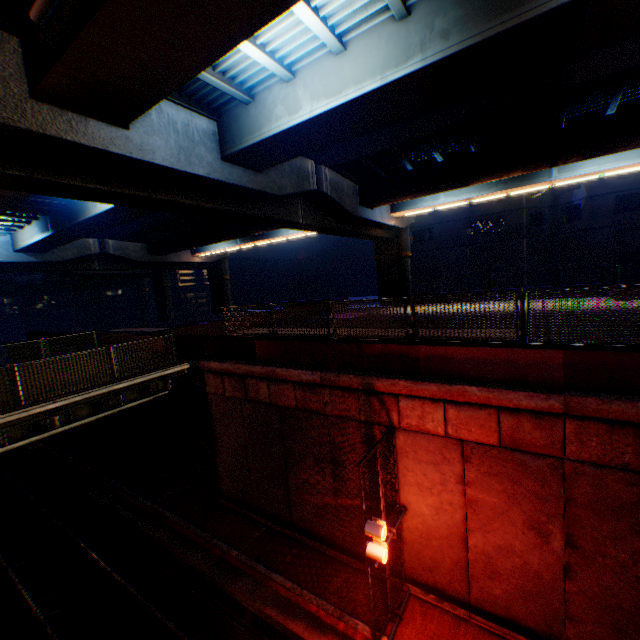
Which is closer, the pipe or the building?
the pipe

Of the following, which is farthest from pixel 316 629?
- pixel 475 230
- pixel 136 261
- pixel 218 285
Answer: pixel 218 285

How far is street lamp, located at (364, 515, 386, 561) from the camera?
7.2 meters

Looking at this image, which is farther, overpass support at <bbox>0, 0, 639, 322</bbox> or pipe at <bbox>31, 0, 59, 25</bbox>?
overpass support at <bbox>0, 0, 639, 322</bbox>

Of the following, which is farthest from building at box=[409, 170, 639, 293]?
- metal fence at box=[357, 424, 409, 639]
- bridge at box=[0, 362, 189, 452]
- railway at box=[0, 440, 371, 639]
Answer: railway at box=[0, 440, 371, 639]

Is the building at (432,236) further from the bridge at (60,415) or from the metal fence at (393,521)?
the bridge at (60,415)

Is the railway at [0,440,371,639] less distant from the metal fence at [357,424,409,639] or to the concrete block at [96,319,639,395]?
the metal fence at [357,424,409,639]

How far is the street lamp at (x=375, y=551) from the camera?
7.18m
